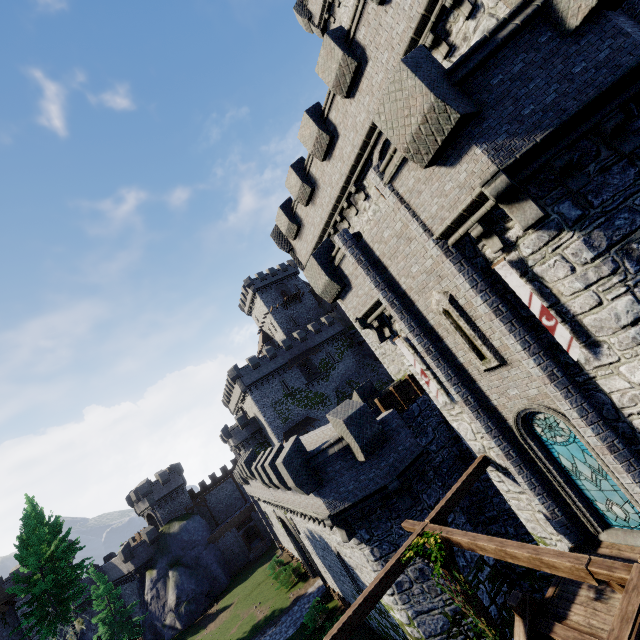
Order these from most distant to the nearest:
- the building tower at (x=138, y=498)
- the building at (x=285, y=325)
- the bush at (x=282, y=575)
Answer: the building at (x=285, y=325) < the building tower at (x=138, y=498) < the bush at (x=282, y=575)

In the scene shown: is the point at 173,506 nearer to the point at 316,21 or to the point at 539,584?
the point at 539,584

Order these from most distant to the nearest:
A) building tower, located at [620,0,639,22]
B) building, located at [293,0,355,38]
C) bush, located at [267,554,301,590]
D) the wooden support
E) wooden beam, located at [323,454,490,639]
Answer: bush, located at [267,554,301,590] → building, located at [293,0,355,38] → wooden beam, located at [323,454,490,639] → building tower, located at [620,0,639,22] → the wooden support

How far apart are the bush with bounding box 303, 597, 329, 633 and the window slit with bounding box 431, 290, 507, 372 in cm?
2309

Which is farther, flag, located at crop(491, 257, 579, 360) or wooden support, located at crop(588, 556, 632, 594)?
flag, located at crop(491, 257, 579, 360)

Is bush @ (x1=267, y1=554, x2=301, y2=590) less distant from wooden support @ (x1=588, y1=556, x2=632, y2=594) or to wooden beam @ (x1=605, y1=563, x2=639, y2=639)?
wooden support @ (x1=588, y1=556, x2=632, y2=594)

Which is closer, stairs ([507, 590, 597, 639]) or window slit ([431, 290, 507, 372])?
stairs ([507, 590, 597, 639])

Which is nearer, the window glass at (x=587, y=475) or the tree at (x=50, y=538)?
the window glass at (x=587, y=475)
